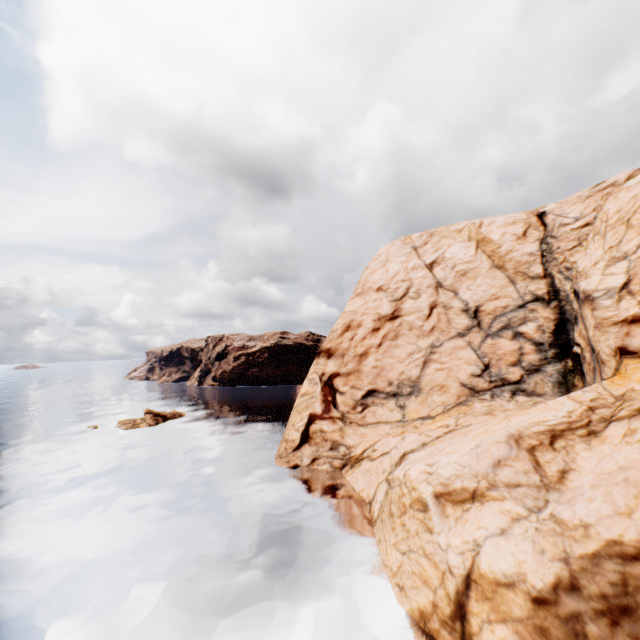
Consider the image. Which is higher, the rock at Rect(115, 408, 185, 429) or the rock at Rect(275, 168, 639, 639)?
the rock at Rect(275, 168, 639, 639)

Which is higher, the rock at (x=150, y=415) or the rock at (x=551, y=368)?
the rock at (x=551, y=368)

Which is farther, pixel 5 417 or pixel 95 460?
pixel 5 417

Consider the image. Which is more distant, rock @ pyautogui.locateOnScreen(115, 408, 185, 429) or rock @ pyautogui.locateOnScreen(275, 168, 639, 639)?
rock @ pyautogui.locateOnScreen(115, 408, 185, 429)

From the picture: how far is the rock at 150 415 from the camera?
47.75m

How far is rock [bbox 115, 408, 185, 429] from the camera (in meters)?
47.75
